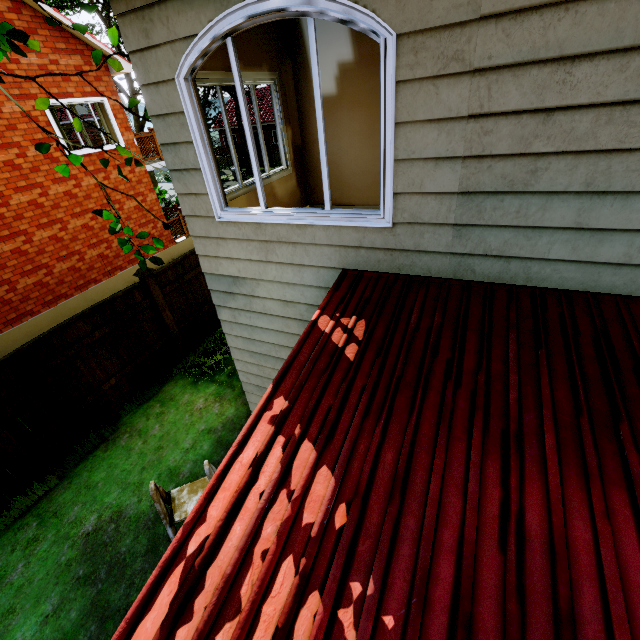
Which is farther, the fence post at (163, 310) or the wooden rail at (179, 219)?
the wooden rail at (179, 219)

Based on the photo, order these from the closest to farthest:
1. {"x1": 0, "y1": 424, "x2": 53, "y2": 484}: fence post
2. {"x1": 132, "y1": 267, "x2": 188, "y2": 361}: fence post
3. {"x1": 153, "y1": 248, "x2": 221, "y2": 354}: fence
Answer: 1. {"x1": 0, "y1": 424, "x2": 53, "y2": 484}: fence post
2. {"x1": 132, "y1": 267, "x2": 188, "y2": 361}: fence post
3. {"x1": 153, "y1": 248, "x2": 221, "y2": 354}: fence

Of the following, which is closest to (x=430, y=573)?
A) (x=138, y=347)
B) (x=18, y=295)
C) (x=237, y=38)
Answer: (x=237, y=38)

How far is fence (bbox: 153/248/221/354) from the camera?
7.4 meters

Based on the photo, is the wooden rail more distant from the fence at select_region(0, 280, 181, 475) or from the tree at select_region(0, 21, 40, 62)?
the tree at select_region(0, 21, 40, 62)

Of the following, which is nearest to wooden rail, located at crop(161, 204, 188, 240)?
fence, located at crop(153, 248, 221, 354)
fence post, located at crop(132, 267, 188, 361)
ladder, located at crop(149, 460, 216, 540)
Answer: fence, located at crop(153, 248, 221, 354)

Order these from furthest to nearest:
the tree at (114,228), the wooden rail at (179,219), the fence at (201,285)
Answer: the wooden rail at (179,219) < the fence at (201,285) < the tree at (114,228)

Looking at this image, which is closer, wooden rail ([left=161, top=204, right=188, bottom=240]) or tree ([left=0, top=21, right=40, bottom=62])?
tree ([left=0, top=21, right=40, bottom=62])
